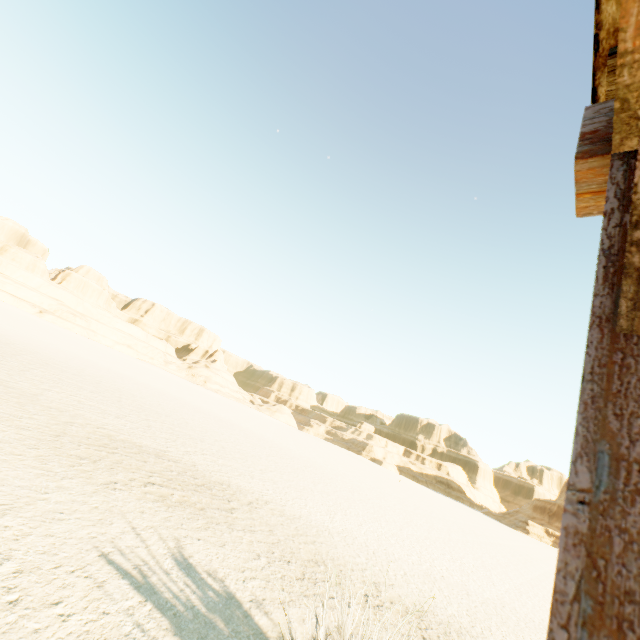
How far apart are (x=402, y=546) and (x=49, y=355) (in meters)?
22.02
